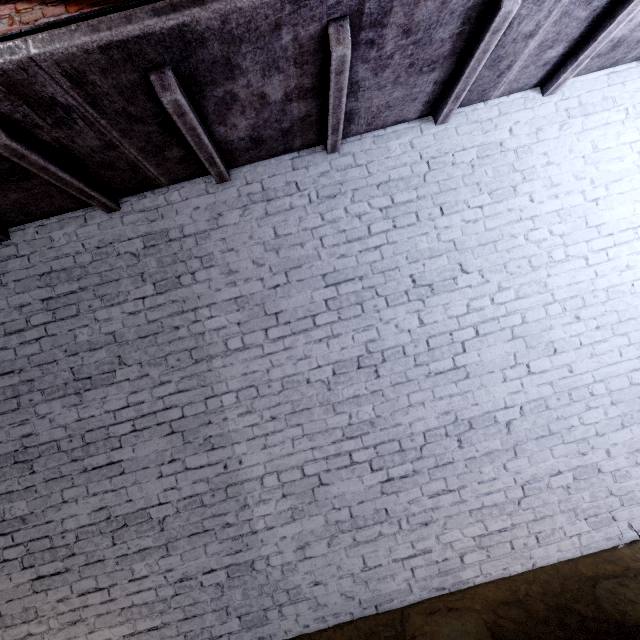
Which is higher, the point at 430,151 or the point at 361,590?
the point at 430,151
